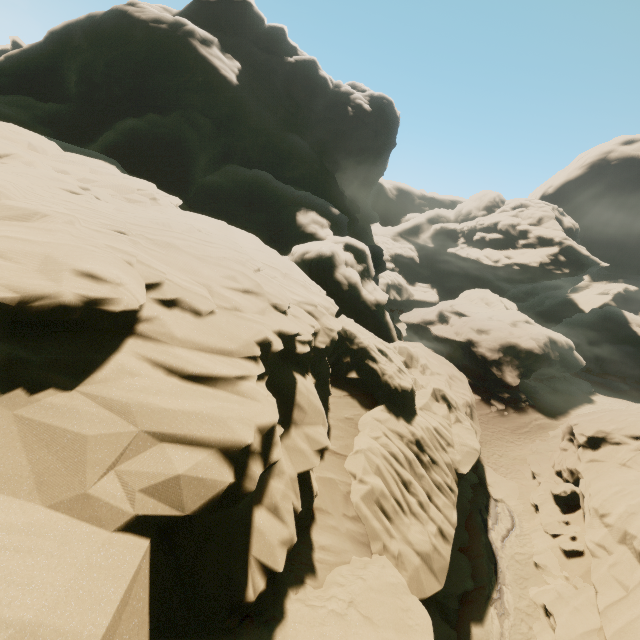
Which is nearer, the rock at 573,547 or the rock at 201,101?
the rock at 201,101

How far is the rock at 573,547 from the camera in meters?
14.8 m

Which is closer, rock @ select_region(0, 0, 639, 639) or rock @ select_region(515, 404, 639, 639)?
rock @ select_region(0, 0, 639, 639)

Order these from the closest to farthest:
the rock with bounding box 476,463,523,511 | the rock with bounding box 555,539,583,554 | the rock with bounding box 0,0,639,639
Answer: the rock with bounding box 0,0,639,639
the rock with bounding box 555,539,583,554
the rock with bounding box 476,463,523,511

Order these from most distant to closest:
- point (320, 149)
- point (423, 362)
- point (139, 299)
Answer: point (320, 149)
point (423, 362)
point (139, 299)
